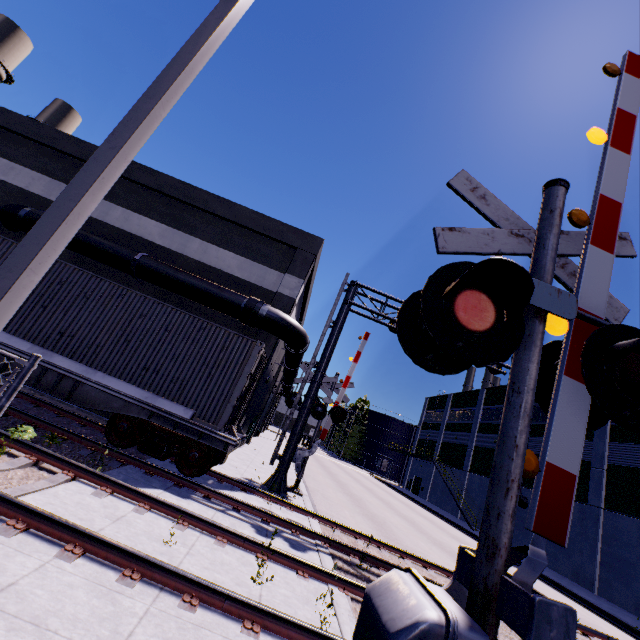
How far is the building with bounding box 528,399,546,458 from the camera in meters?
28.4 m

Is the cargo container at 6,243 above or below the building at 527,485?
below

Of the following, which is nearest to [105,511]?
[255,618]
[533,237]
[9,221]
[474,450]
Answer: [255,618]

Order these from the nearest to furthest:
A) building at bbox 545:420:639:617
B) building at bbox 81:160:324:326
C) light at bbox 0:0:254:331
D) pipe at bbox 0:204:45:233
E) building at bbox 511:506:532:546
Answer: light at bbox 0:0:254:331 → pipe at bbox 0:204:45:233 → building at bbox 81:160:324:326 → building at bbox 545:420:639:617 → building at bbox 511:506:532:546

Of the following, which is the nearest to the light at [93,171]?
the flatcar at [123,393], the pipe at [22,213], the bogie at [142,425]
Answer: the pipe at [22,213]

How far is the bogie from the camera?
8.2m

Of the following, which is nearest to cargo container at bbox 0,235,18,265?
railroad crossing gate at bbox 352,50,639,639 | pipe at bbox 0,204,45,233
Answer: pipe at bbox 0,204,45,233

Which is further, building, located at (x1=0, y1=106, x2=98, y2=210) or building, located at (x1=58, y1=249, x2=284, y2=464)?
building, located at (x1=0, y1=106, x2=98, y2=210)
